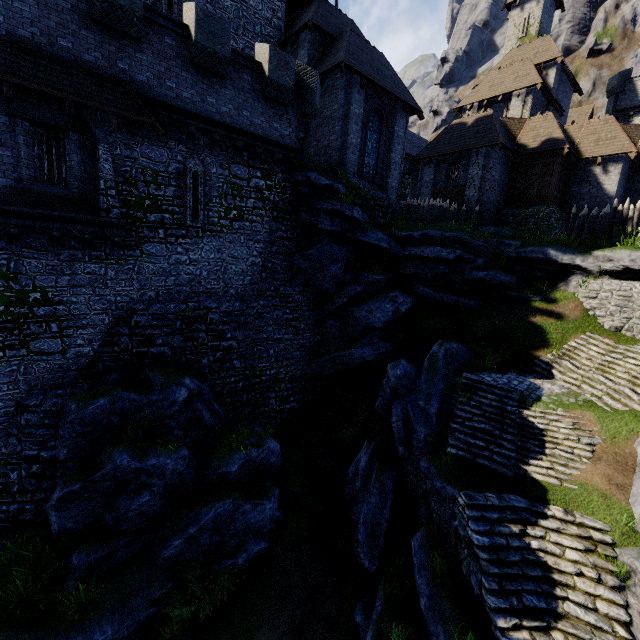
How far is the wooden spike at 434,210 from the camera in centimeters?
2098cm

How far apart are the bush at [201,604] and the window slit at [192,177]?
12.3m

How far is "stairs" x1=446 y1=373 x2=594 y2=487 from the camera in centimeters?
1089cm

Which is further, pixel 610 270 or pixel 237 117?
pixel 610 270

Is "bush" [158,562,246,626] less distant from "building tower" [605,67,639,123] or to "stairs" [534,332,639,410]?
"stairs" [534,332,639,410]

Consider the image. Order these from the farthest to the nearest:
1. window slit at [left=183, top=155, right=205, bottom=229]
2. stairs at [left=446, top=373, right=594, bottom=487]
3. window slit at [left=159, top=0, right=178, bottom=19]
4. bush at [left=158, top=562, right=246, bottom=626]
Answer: window slit at [left=159, top=0, right=178, bottom=19] → window slit at [left=183, top=155, right=205, bottom=229] → stairs at [left=446, top=373, right=594, bottom=487] → bush at [left=158, top=562, right=246, bottom=626]

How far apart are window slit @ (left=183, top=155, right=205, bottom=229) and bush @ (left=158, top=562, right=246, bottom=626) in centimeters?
1226cm

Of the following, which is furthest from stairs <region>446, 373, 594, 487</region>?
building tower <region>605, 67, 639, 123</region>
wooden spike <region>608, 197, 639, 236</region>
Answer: building tower <region>605, 67, 639, 123</region>
